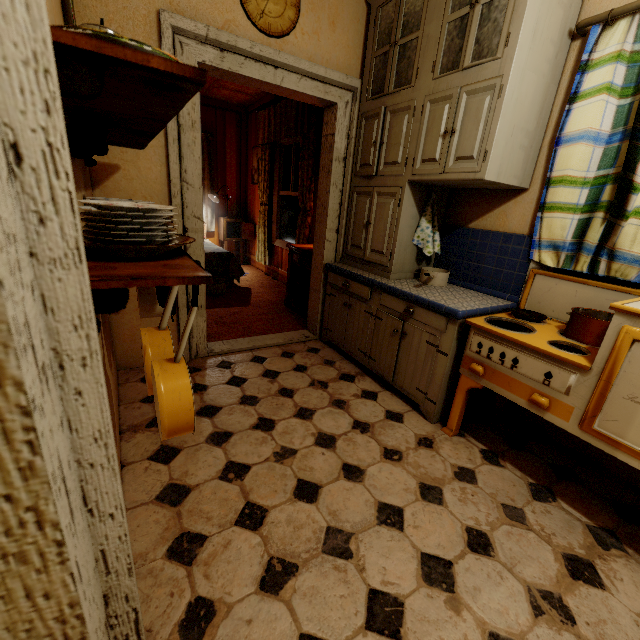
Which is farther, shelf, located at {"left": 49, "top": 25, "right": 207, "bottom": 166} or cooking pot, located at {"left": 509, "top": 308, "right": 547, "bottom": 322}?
cooking pot, located at {"left": 509, "top": 308, "right": 547, "bottom": 322}

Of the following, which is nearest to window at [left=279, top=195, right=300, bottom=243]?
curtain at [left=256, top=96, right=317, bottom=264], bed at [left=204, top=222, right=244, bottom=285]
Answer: curtain at [left=256, top=96, right=317, bottom=264]

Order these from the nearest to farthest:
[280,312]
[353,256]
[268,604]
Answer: [268,604]
[353,256]
[280,312]

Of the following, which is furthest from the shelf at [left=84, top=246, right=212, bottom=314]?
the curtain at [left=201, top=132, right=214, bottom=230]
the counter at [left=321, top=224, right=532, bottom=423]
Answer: the curtain at [left=201, top=132, right=214, bottom=230]

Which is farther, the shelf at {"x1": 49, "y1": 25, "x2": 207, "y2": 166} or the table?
the table

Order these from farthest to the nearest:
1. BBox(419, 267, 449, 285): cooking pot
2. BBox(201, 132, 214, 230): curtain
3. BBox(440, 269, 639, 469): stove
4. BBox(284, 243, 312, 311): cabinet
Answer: BBox(201, 132, 214, 230): curtain → BBox(284, 243, 312, 311): cabinet → BBox(419, 267, 449, 285): cooking pot → BBox(440, 269, 639, 469): stove

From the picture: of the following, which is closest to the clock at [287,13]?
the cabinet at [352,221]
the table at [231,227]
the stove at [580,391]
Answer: the cabinet at [352,221]

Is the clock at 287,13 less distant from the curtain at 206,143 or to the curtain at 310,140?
the curtain at 310,140
